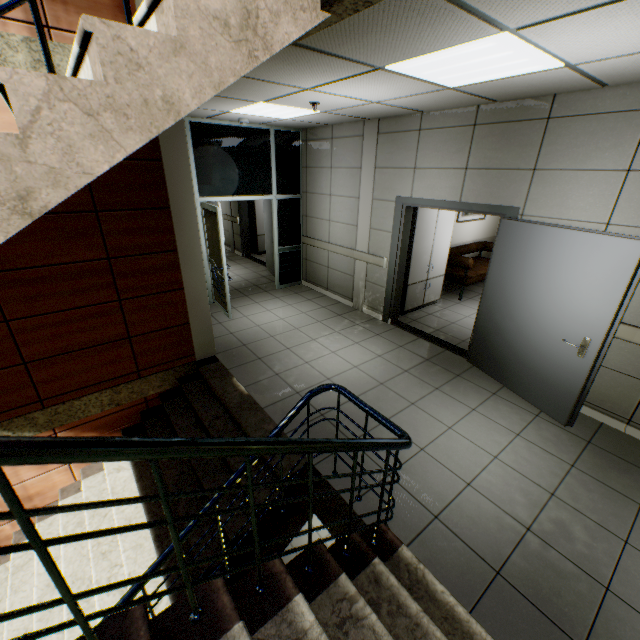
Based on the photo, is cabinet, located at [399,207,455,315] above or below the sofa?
above

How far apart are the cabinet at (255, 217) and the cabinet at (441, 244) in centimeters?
532cm

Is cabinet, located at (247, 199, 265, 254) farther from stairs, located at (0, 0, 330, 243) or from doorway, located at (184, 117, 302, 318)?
stairs, located at (0, 0, 330, 243)

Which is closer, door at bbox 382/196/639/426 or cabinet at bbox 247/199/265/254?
door at bbox 382/196/639/426

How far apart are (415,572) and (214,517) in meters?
2.0 m

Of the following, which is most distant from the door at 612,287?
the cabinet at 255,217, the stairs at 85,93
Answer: the cabinet at 255,217

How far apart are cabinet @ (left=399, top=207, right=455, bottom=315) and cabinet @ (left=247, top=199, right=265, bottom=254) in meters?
5.3

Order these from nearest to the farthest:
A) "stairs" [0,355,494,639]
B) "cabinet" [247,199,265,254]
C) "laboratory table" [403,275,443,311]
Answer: "stairs" [0,355,494,639] → "laboratory table" [403,275,443,311] → "cabinet" [247,199,265,254]
